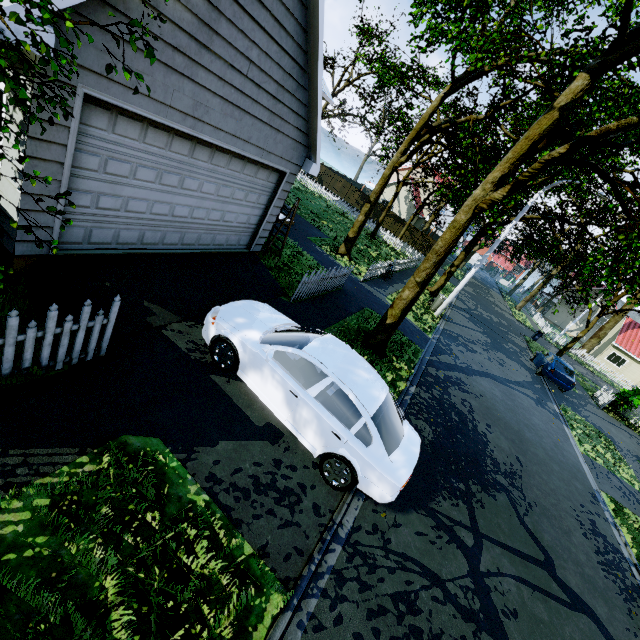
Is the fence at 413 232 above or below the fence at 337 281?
above

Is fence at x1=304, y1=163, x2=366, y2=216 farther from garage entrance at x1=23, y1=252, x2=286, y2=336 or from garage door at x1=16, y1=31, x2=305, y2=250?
garage door at x1=16, y1=31, x2=305, y2=250

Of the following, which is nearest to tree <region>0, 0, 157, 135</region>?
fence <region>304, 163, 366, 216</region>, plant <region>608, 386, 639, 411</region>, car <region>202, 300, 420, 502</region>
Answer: fence <region>304, 163, 366, 216</region>

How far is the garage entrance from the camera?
4.9m

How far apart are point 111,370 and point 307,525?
3.61m

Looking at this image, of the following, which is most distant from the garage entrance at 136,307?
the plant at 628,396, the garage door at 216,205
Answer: the plant at 628,396

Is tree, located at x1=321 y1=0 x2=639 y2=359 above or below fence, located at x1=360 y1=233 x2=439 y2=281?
above

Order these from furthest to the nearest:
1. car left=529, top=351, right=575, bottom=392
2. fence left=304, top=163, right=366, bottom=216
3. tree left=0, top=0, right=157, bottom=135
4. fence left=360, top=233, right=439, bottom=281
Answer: fence left=304, top=163, right=366, bottom=216 → car left=529, top=351, right=575, bottom=392 → fence left=360, top=233, right=439, bottom=281 → tree left=0, top=0, right=157, bottom=135
